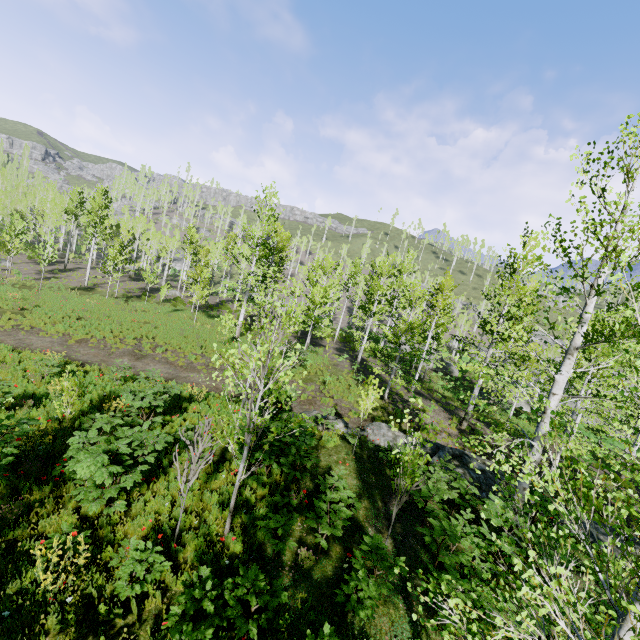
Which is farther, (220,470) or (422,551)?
(220,470)

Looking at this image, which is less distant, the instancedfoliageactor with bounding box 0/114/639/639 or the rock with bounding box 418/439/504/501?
the instancedfoliageactor with bounding box 0/114/639/639

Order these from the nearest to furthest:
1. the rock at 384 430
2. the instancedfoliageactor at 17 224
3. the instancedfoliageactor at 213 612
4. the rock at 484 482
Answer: the instancedfoliageactor at 213 612, the rock at 484 482, the rock at 384 430, the instancedfoliageactor at 17 224

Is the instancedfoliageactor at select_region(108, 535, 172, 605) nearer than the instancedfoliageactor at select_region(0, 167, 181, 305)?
Yes

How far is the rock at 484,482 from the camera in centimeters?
1084cm

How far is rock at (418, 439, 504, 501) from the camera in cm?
1084

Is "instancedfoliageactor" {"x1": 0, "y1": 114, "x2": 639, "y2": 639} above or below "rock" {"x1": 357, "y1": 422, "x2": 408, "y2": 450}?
above

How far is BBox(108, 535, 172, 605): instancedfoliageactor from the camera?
4.80m
